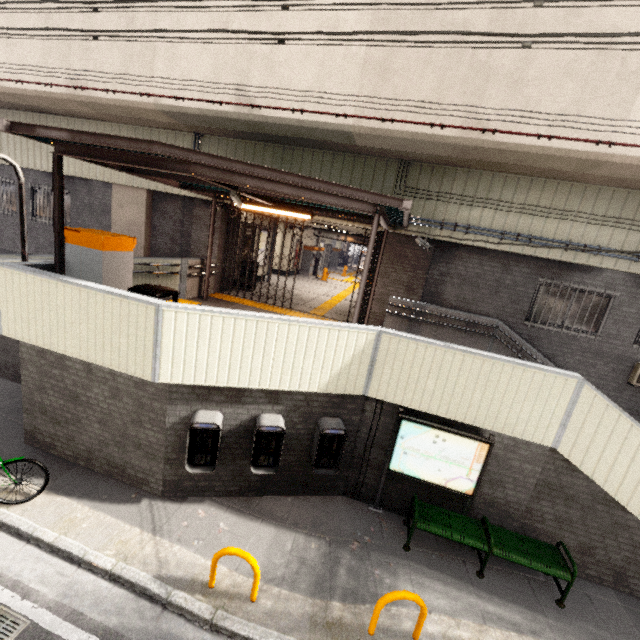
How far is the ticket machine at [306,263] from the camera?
19.95m

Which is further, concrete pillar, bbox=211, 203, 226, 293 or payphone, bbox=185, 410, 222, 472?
concrete pillar, bbox=211, 203, 226, 293

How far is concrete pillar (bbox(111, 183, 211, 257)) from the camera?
10.56m

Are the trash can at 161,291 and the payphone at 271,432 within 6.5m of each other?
yes

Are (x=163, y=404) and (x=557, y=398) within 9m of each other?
yes

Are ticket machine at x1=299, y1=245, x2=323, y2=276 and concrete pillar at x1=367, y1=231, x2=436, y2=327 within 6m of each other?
no

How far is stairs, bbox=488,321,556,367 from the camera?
8.67m

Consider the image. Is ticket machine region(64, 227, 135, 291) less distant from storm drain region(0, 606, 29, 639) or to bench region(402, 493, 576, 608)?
storm drain region(0, 606, 29, 639)
